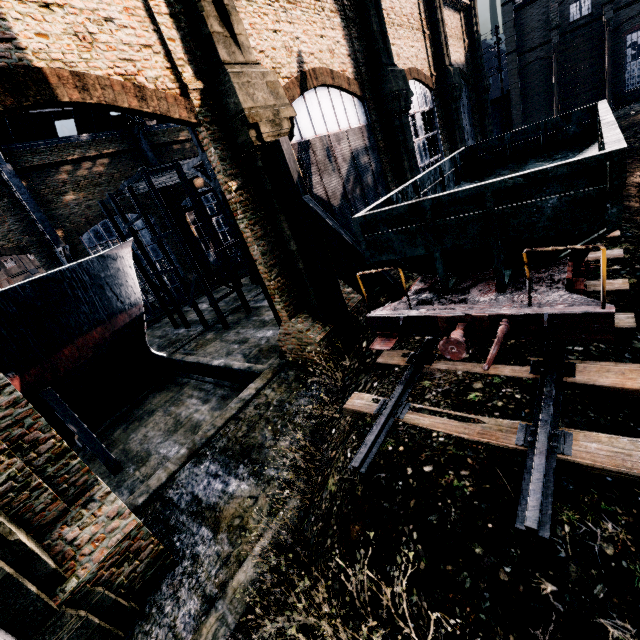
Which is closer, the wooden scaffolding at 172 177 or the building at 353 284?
the building at 353 284

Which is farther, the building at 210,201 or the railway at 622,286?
the building at 210,201

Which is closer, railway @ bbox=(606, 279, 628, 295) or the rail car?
the rail car

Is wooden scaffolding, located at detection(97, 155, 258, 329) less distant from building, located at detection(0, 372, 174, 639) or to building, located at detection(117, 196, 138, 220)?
building, located at detection(117, 196, 138, 220)

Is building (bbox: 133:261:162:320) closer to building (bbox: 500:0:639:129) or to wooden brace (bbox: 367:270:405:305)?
wooden brace (bbox: 367:270:405:305)

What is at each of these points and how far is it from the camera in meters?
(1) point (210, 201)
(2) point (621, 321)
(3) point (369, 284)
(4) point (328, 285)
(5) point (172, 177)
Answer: (1) building, 42.8 m
(2) railway, 7.3 m
(3) building, 18.7 m
(4) wooden brace, 13.0 m
(5) wooden scaffolding, 26.8 m

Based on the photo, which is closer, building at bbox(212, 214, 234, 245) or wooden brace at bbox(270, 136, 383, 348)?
wooden brace at bbox(270, 136, 383, 348)
